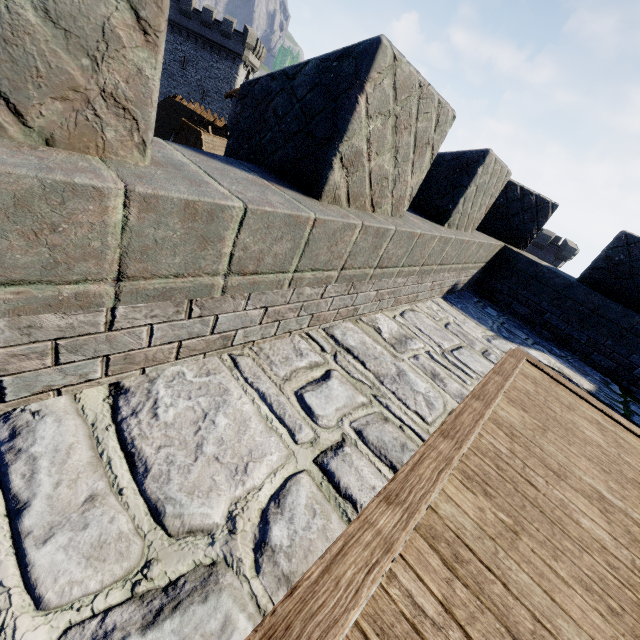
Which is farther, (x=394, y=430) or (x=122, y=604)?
(x=394, y=430)
